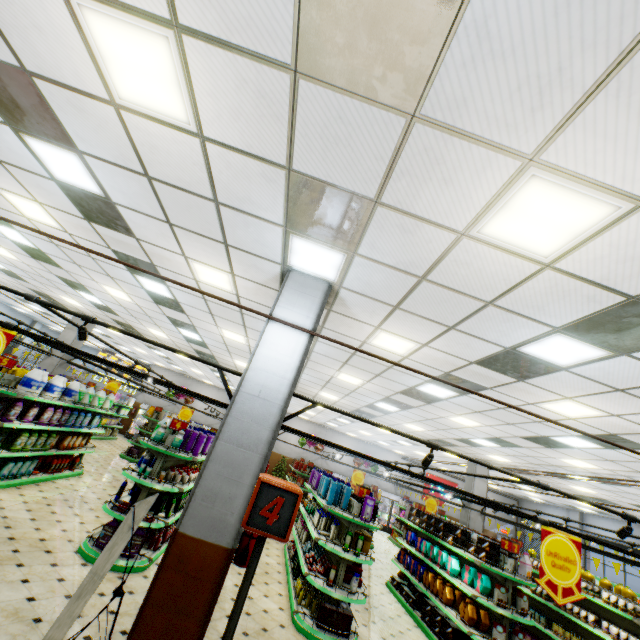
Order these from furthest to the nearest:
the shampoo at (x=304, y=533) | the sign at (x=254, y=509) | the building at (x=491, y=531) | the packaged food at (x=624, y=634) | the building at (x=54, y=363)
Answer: the building at (x=491, y=531) → the building at (x=54, y=363) → the shampoo at (x=304, y=533) → the packaged food at (x=624, y=634) → the sign at (x=254, y=509)

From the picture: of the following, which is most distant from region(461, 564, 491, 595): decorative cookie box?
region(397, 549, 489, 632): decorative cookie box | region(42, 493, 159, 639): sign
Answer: region(42, 493, 159, 639): sign

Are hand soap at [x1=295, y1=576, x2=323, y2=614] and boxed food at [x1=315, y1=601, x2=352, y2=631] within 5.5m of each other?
yes

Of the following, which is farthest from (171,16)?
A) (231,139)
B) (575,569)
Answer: (575,569)

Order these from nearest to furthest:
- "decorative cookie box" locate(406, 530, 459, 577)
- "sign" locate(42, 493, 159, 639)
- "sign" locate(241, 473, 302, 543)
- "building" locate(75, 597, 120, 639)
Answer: "sign" locate(241, 473, 302, 543)
"sign" locate(42, 493, 159, 639)
"building" locate(75, 597, 120, 639)
"decorative cookie box" locate(406, 530, 459, 577)

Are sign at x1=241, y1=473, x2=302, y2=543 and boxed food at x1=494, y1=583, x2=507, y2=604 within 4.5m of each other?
no

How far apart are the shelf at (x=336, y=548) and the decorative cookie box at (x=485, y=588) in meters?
2.1 m

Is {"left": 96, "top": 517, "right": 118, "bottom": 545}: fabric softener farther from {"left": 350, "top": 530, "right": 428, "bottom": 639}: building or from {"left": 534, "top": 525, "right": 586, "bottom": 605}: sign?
{"left": 534, "top": 525, "right": 586, "bottom": 605}: sign
